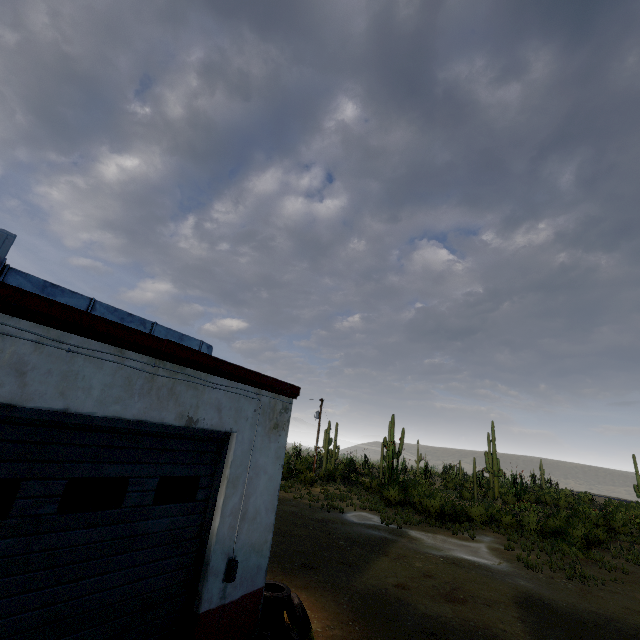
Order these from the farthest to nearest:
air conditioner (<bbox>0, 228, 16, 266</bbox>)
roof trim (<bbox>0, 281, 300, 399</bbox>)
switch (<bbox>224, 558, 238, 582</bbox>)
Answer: switch (<bbox>224, 558, 238, 582</bbox>)
air conditioner (<bbox>0, 228, 16, 266</bbox>)
roof trim (<bbox>0, 281, 300, 399</bbox>)

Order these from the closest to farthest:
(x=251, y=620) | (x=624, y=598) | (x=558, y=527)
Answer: (x=251, y=620) < (x=624, y=598) < (x=558, y=527)

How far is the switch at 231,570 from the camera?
4.80m

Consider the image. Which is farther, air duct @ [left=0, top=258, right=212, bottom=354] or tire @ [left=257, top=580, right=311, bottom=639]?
tire @ [left=257, top=580, right=311, bottom=639]

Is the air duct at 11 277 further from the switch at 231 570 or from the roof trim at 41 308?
the switch at 231 570

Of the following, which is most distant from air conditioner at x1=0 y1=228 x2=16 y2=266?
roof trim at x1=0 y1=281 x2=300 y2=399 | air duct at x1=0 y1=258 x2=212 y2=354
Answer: roof trim at x1=0 y1=281 x2=300 y2=399

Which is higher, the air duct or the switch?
the air duct

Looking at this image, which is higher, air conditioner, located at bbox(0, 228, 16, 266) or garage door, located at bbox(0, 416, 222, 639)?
air conditioner, located at bbox(0, 228, 16, 266)
